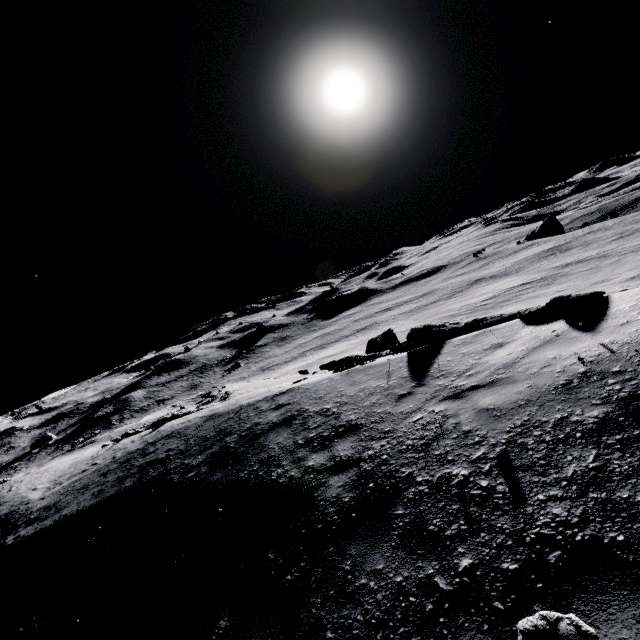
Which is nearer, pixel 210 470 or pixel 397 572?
pixel 397 572
